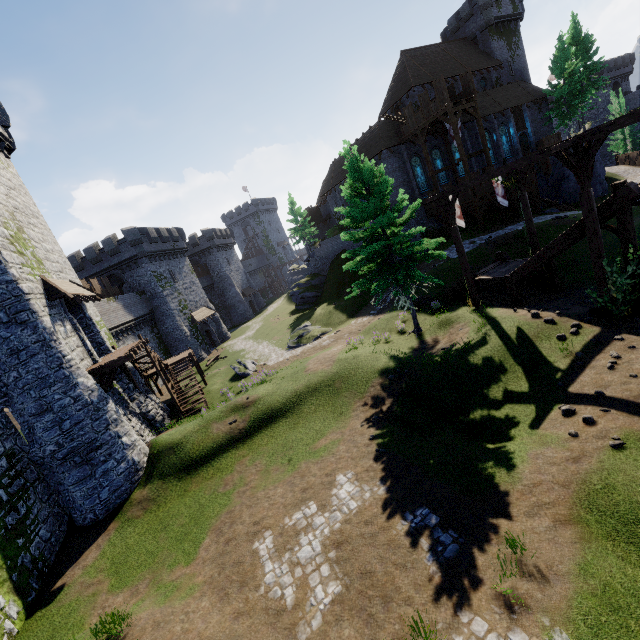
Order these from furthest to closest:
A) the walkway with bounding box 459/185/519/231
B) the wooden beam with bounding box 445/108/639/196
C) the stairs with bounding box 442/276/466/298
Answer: the walkway with bounding box 459/185/519/231
the stairs with bounding box 442/276/466/298
the wooden beam with bounding box 445/108/639/196

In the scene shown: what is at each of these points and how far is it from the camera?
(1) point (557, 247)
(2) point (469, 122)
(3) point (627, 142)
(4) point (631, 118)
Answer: (1) stairs, 14.1 meters
(2) building, 36.6 meters
(3) tree, 46.3 meters
(4) wooden beam, 9.6 meters

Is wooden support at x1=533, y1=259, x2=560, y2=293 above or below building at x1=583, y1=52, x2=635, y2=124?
below

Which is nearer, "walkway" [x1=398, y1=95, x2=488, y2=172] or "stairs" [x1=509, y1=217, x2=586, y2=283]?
"stairs" [x1=509, y1=217, x2=586, y2=283]

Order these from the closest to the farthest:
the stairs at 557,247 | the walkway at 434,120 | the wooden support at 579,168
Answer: the wooden support at 579,168 → the stairs at 557,247 → the walkway at 434,120

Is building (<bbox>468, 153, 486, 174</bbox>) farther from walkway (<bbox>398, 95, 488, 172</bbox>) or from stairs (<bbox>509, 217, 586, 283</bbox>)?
stairs (<bbox>509, 217, 586, 283</bbox>)

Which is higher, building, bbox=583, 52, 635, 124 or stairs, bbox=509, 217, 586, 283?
building, bbox=583, 52, 635, 124

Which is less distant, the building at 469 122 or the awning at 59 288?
the awning at 59 288
